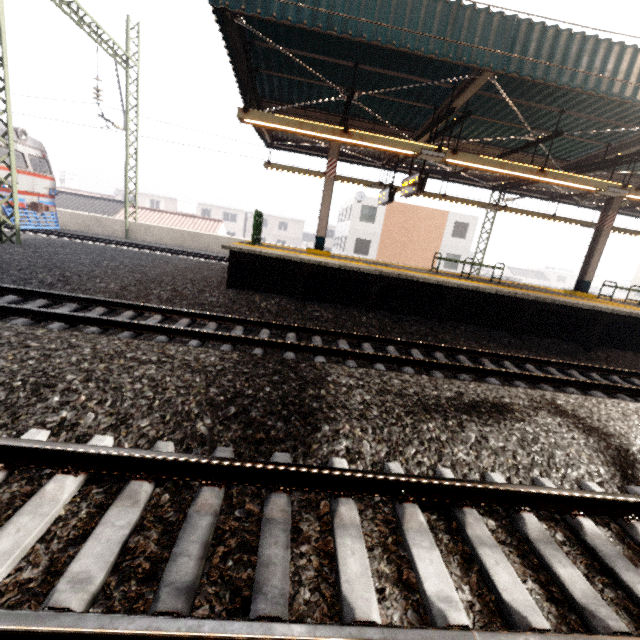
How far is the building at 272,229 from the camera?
53.5m

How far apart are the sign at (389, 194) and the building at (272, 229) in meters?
42.9

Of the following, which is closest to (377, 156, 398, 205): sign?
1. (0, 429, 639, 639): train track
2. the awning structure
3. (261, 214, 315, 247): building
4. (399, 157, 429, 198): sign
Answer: the awning structure

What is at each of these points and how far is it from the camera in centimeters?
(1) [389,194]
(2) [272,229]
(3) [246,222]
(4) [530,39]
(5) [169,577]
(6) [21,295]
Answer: (1) sign, 1125cm
(2) building, 5381cm
(3) building, 5325cm
(4) awning structure, 567cm
(5) train track, 176cm
(6) train track, 582cm

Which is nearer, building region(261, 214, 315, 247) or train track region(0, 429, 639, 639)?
train track region(0, 429, 639, 639)

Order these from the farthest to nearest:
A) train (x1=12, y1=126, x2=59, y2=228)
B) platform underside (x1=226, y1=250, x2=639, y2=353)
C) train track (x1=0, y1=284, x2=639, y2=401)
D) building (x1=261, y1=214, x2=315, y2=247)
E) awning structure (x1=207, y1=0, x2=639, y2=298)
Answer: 1. building (x1=261, y1=214, x2=315, y2=247)
2. train (x1=12, y1=126, x2=59, y2=228)
3. platform underside (x1=226, y1=250, x2=639, y2=353)
4. awning structure (x1=207, y1=0, x2=639, y2=298)
5. train track (x1=0, y1=284, x2=639, y2=401)

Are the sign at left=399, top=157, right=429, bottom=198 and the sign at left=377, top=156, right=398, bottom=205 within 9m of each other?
yes

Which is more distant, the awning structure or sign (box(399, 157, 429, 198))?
sign (box(399, 157, 429, 198))
